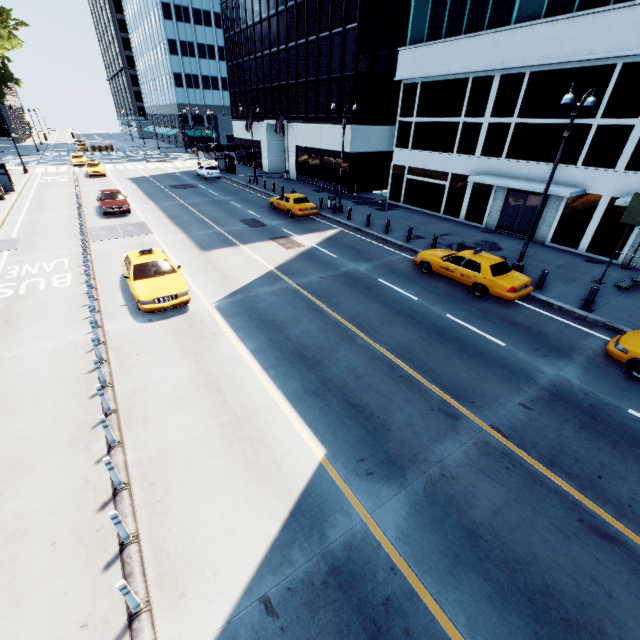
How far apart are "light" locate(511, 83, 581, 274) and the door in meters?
6.4

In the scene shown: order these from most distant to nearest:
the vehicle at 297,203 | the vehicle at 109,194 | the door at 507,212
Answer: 1. the vehicle at 297,203
2. the vehicle at 109,194
3. the door at 507,212

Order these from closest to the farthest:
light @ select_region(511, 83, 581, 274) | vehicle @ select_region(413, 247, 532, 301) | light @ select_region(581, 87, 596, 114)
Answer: light @ select_region(511, 83, 581, 274)
light @ select_region(581, 87, 596, 114)
vehicle @ select_region(413, 247, 532, 301)

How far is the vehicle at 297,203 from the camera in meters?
23.6 m

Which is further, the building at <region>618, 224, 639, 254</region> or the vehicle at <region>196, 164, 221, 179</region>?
the vehicle at <region>196, 164, 221, 179</region>

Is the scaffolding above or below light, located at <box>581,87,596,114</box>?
below

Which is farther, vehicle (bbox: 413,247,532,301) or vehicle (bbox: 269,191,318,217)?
vehicle (bbox: 269,191,318,217)

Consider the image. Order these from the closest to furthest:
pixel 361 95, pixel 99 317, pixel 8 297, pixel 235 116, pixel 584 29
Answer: pixel 99 317
pixel 8 297
pixel 584 29
pixel 361 95
pixel 235 116
